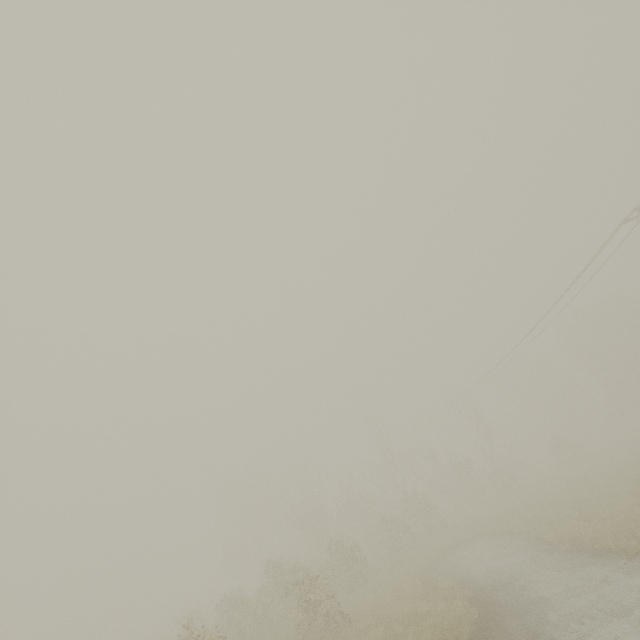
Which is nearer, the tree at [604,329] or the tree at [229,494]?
the tree at [229,494]

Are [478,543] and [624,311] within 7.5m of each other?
no

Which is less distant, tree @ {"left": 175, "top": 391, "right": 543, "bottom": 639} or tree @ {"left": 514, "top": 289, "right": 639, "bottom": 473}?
tree @ {"left": 175, "top": 391, "right": 543, "bottom": 639}
